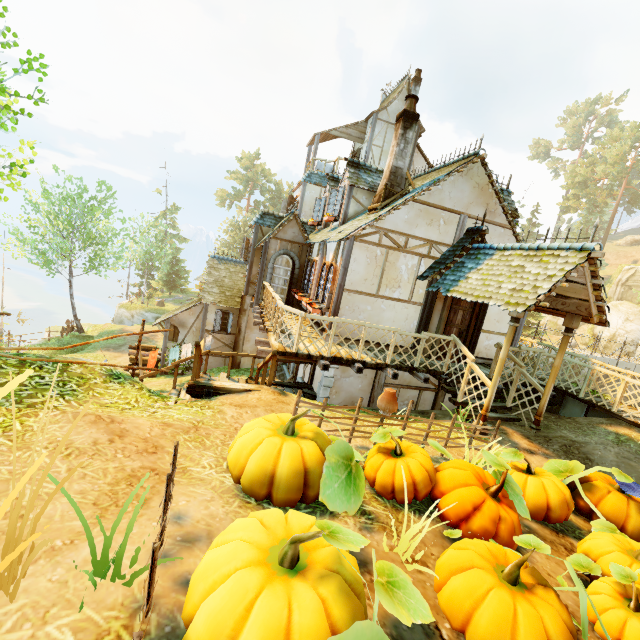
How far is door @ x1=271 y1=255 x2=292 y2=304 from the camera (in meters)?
13.70

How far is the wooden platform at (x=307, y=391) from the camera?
10.9 meters

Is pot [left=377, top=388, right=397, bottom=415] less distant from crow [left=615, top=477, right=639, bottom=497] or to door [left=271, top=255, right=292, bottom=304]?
crow [left=615, top=477, right=639, bottom=497]

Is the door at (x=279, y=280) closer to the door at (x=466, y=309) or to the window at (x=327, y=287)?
the window at (x=327, y=287)

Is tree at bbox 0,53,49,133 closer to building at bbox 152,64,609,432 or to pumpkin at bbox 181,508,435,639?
pumpkin at bbox 181,508,435,639

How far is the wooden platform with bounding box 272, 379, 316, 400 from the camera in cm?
1094

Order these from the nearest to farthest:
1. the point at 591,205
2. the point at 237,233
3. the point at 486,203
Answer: the point at 486,203, the point at 591,205, the point at 237,233

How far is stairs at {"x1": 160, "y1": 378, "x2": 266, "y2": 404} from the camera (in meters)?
6.55
